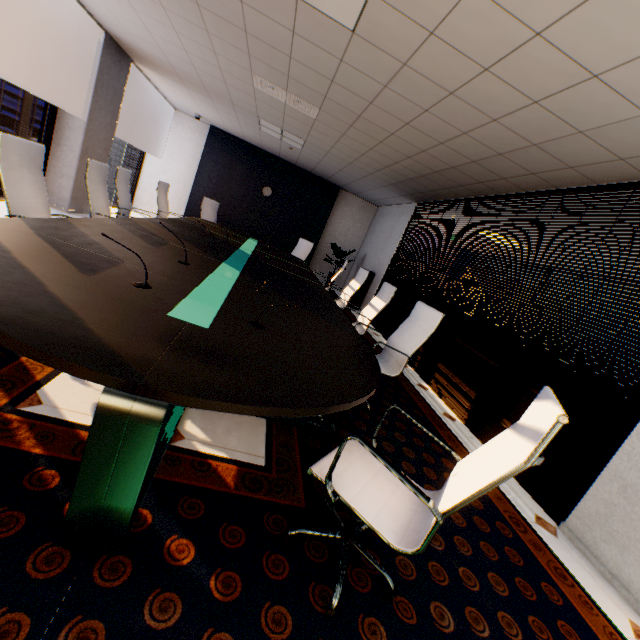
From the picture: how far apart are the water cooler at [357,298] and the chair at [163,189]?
4.28m

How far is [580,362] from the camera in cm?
295

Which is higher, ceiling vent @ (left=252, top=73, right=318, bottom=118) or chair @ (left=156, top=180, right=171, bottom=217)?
ceiling vent @ (left=252, top=73, right=318, bottom=118)

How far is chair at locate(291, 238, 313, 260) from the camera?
8.25m

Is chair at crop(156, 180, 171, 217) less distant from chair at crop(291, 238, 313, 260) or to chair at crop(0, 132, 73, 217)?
chair at crop(291, 238, 313, 260)

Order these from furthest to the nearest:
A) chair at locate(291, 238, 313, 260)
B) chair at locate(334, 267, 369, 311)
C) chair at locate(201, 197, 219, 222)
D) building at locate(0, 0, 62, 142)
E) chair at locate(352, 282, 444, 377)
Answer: building at locate(0, 0, 62, 142) → chair at locate(291, 238, 313, 260) → chair at locate(201, 197, 219, 222) → chair at locate(334, 267, 369, 311) → chair at locate(352, 282, 444, 377)

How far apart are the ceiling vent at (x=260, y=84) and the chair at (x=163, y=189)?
2.34m

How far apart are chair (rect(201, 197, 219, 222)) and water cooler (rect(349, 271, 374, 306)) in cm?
352
